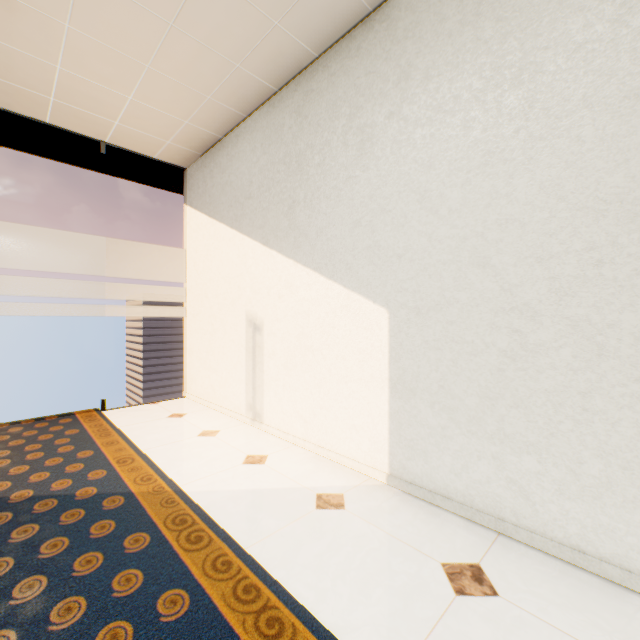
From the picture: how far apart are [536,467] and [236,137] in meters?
3.7 m
